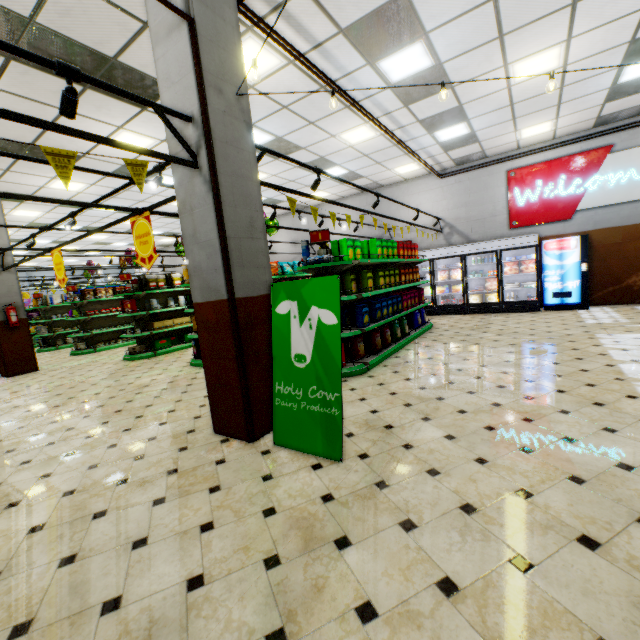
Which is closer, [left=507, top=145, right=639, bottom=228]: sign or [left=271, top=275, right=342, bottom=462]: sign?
[left=271, top=275, right=342, bottom=462]: sign

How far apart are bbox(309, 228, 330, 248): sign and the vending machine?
7.41m

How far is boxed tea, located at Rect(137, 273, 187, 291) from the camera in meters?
9.4

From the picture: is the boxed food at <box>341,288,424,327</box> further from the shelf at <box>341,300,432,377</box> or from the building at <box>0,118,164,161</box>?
the building at <box>0,118,164,161</box>

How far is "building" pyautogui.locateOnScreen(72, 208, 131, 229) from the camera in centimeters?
1145cm

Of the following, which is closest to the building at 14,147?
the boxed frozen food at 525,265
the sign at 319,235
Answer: the boxed frozen food at 525,265

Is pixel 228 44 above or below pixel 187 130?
above

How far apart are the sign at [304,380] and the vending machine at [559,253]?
8.9 meters
